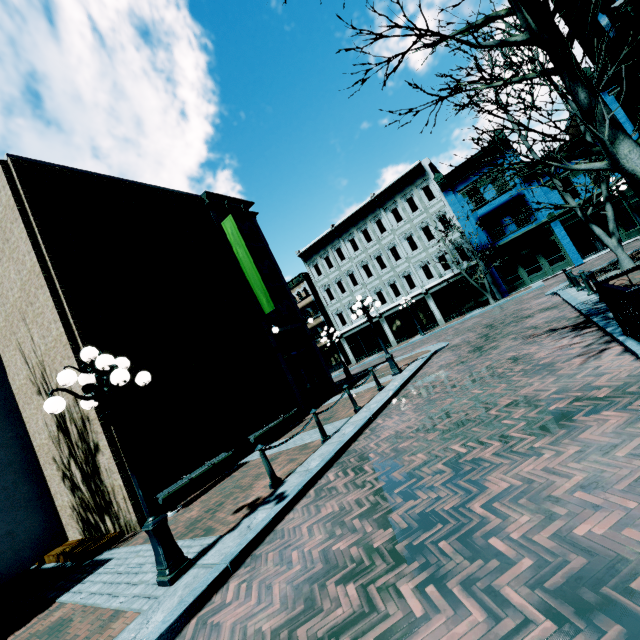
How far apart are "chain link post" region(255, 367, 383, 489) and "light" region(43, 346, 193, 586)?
4.0m

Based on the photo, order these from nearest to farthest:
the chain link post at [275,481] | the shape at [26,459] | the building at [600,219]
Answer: the chain link post at [275,481] < the shape at [26,459] < the building at [600,219]

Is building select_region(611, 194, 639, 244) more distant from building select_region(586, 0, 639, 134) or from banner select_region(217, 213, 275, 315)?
banner select_region(217, 213, 275, 315)

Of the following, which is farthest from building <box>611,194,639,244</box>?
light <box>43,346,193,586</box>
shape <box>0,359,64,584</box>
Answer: shape <box>0,359,64,584</box>

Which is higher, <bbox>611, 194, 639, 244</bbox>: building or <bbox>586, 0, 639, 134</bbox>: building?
<bbox>586, 0, 639, 134</bbox>: building

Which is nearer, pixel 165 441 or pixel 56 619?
pixel 56 619

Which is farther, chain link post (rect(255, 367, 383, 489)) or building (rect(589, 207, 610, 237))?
building (rect(589, 207, 610, 237))

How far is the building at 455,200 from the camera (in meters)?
23.16
